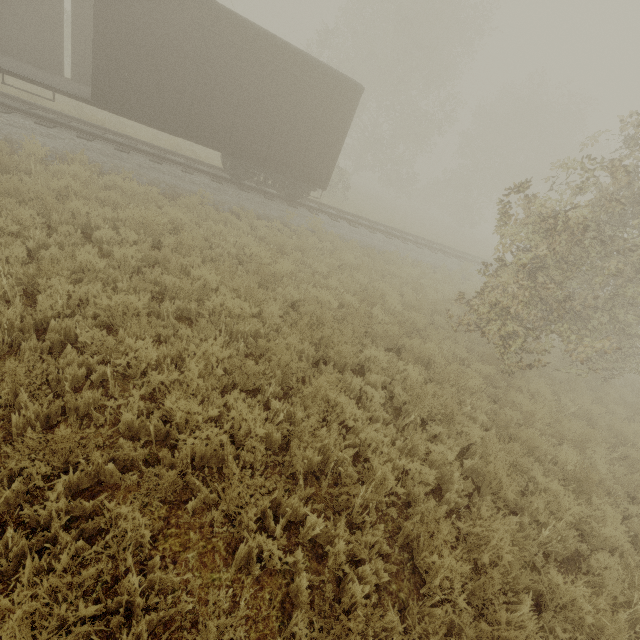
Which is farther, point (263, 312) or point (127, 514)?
point (263, 312)
